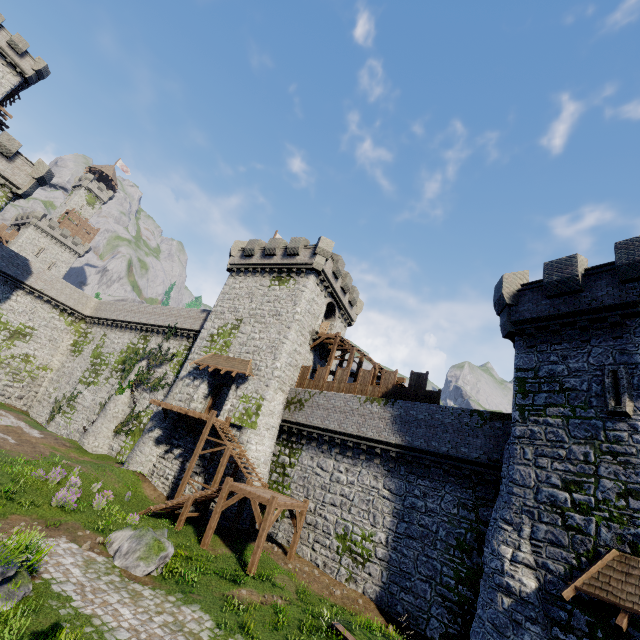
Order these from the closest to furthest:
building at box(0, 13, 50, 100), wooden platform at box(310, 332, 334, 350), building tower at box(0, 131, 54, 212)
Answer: wooden platform at box(310, 332, 334, 350) < building tower at box(0, 131, 54, 212) < building at box(0, 13, 50, 100)

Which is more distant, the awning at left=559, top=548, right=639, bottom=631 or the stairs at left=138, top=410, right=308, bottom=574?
the stairs at left=138, top=410, right=308, bottom=574

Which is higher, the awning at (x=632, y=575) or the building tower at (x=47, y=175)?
the building tower at (x=47, y=175)

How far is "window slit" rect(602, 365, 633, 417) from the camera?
11.2 meters

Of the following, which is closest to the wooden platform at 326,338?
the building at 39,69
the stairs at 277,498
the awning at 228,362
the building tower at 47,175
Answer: the awning at 228,362

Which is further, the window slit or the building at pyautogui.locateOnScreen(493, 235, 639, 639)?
the window slit

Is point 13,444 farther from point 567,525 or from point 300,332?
point 567,525

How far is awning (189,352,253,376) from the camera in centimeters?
2481cm
